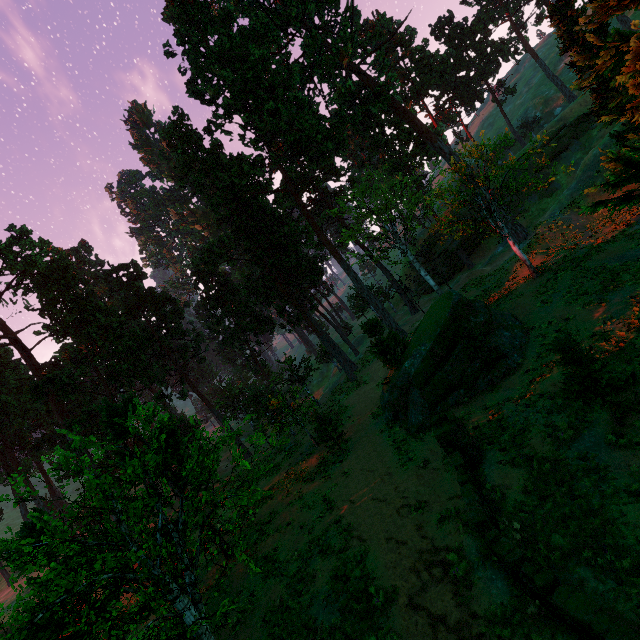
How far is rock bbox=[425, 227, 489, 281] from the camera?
43.7 meters

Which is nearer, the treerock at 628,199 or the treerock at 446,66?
the treerock at 446,66

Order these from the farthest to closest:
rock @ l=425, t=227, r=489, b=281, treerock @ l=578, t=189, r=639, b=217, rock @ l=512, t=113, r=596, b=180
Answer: rock @ l=425, t=227, r=489, b=281 → rock @ l=512, t=113, r=596, b=180 → treerock @ l=578, t=189, r=639, b=217

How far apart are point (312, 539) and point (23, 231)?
40.6m

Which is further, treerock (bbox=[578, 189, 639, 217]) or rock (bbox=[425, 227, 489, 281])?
rock (bbox=[425, 227, 489, 281])

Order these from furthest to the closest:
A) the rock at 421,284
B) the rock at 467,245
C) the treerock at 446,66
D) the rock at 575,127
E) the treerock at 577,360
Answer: the rock at 421,284 → the rock at 467,245 → the rock at 575,127 → the treerock at 577,360 → the treerock at 446,66

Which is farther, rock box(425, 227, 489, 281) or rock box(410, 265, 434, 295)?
rock box(410, 265, 434, 295)

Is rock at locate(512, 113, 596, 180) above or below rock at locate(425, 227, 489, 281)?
above
